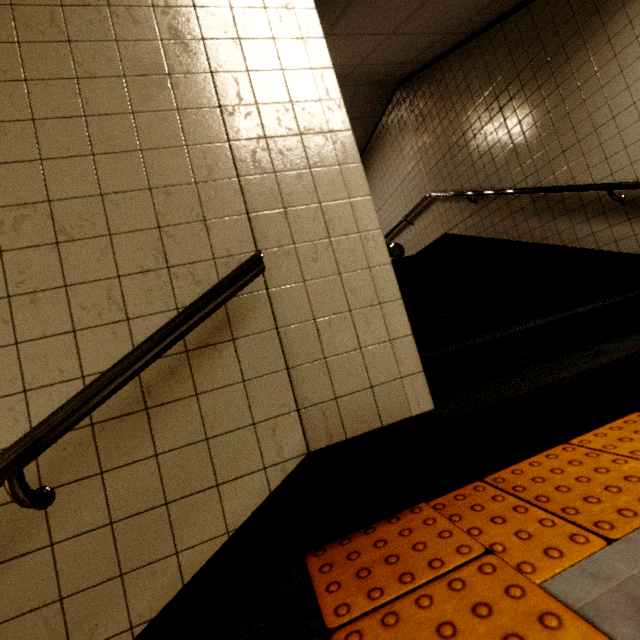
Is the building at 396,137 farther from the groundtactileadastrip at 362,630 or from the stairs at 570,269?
the groundtactileadastrip at 362,630

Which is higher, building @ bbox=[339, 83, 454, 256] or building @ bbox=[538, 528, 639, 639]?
building @ bbox=[339, 83, 454, 256]

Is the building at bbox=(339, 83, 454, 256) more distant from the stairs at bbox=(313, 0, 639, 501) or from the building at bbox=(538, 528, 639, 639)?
the building at bbox=(538, 528, 639, 639)

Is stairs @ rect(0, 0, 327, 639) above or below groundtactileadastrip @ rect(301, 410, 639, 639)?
above

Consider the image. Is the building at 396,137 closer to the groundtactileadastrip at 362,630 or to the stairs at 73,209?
the stairs at 73,209

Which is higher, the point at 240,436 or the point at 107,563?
the point at 240,436

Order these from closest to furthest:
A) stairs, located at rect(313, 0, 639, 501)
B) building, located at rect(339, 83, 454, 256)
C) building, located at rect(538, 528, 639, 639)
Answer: building, located at rect(538, 528, 639, 639)
stairs, located at rect(313, 0, 639, 501)
building, located at rect(339, 83, 454, 256)

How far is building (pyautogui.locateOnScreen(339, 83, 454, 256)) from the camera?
5.3 meters
